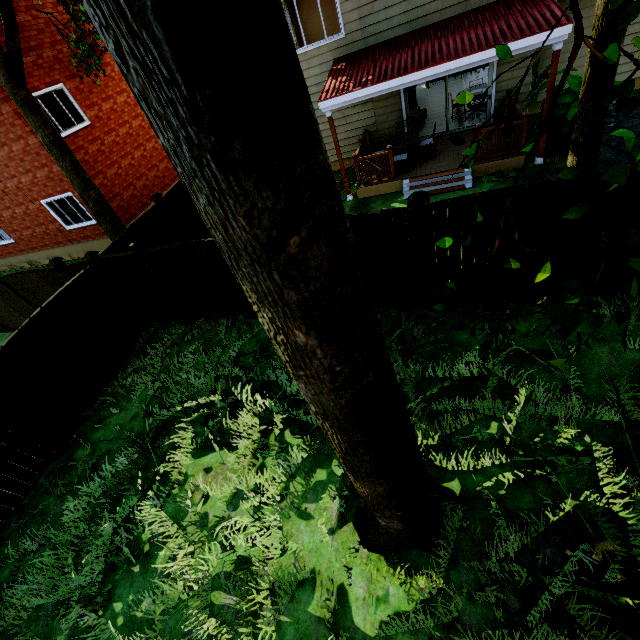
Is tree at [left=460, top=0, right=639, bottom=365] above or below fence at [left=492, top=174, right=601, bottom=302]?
above

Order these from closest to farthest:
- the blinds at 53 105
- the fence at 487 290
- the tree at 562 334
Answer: → the tree at 562 334 → the fence at 487 290 → the blinds at 53 105

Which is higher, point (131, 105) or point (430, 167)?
point (131, 105)

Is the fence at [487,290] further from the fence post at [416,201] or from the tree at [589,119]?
the tree at [589,119]

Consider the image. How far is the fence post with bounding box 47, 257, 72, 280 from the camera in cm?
840

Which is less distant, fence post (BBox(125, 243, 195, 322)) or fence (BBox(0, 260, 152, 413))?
fence (BBox(0, 260, 152, 413))

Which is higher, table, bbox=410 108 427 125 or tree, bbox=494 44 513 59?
tree, bbox=494 44 513 59

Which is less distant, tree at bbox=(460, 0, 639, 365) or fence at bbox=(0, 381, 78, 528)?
tree at bbox=(460, 0, 639, 365)
